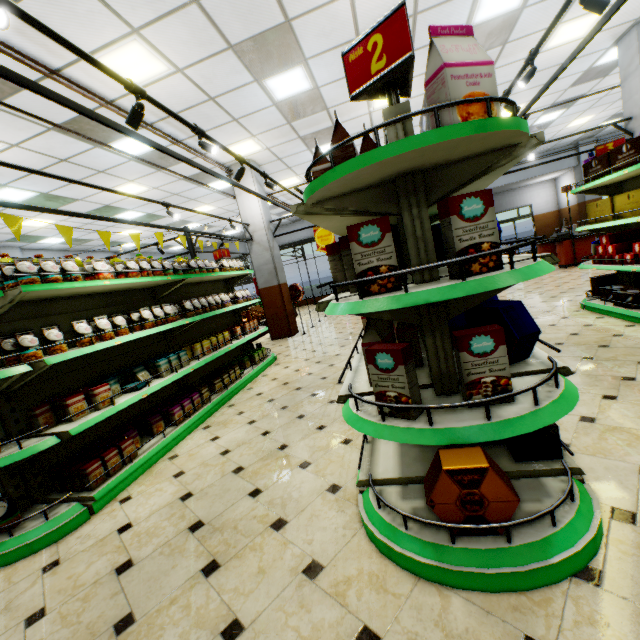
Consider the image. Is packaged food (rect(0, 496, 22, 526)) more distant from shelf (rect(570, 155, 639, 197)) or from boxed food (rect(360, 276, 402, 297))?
shelf (rect(570, 155, 639, 197))

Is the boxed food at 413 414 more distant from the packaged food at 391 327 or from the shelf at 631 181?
the shelf at 631 181

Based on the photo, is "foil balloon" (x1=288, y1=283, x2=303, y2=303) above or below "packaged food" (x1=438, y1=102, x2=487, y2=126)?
below

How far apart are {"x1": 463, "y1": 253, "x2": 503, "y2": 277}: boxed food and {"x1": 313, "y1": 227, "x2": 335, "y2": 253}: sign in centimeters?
762cm

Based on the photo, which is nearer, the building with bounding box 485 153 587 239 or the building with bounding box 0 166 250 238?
the building with bounding box 0 166 250 238

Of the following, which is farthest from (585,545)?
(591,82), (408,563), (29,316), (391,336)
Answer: (591,82)

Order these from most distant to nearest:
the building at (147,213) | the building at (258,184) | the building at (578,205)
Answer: the building at (578,205) < the building at (258,184) < the building at (147,213)

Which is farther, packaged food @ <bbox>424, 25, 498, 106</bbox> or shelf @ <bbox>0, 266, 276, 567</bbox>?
shelf @ <bbox>0, 266, 276, 567</bbox>
